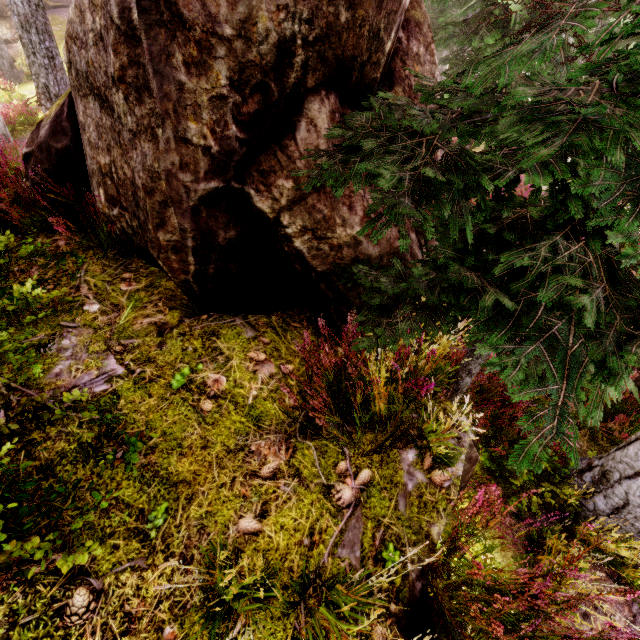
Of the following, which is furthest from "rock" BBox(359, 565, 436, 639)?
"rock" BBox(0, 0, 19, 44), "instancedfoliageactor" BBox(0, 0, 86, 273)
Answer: "rock" BBox(0, 0, 19, 44)

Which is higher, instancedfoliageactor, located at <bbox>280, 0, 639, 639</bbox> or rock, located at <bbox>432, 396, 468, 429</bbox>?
rock, located at <bbox>432, 396, 468, 429</bbox>

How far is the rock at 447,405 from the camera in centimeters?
326cm

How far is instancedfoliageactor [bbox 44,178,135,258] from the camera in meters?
3.2 m

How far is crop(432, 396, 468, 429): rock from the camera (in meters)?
3.26

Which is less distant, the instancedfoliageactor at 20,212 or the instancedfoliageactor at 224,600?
the instancedfoliageactor at 224,600

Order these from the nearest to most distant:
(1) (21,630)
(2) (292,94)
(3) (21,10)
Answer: (1) (21,630)
(2) (292,94)
(3) (21,10)

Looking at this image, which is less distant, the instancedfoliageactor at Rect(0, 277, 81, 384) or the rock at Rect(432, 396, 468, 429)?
the instancedfoliageactor at Rect(0, 277, 81, 384)
